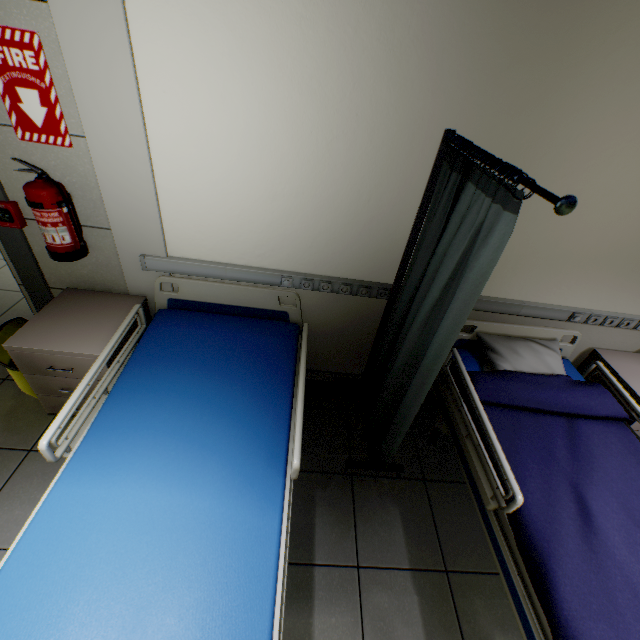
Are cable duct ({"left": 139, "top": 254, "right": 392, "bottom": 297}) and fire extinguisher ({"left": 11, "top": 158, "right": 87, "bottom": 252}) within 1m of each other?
yes

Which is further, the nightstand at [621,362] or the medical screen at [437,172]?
the nightstand at [621,362]

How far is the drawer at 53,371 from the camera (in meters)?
1.75

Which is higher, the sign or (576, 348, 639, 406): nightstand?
the sign

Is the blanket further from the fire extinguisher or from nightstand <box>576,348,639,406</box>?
the fire extinguisher

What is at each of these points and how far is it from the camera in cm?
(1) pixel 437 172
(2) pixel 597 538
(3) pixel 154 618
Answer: (1) medical screen, 163
(2) blanket, 141
(3) bed, 107

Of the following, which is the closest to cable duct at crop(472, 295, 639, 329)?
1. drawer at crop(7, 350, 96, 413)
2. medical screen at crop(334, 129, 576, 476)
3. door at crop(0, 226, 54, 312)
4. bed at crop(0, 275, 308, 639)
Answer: medical screen at crop(334, 129, 576, 476)

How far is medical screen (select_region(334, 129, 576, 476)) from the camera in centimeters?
107cm
